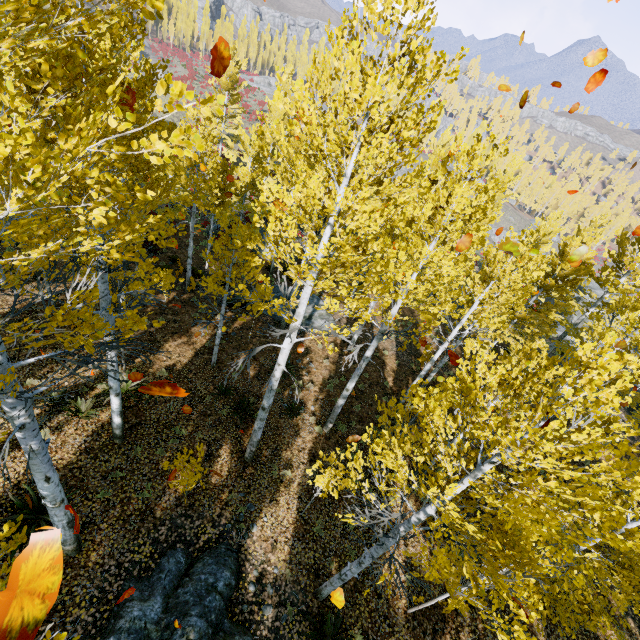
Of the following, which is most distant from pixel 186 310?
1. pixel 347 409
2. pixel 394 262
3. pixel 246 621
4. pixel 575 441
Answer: pixel 575 441

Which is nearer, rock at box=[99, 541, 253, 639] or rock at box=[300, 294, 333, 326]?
rock at box=[99, 541, 253, 639]

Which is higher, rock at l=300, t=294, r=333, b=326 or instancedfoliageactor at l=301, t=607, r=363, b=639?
instancedfoliageactor at l=301, t=607, r=363, b=639

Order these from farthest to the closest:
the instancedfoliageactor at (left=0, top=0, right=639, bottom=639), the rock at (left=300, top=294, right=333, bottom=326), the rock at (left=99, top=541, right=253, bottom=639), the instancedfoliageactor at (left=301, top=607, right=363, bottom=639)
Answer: Answer:
1. the rock at (left=300, top=294, right=333, bottom=326)
2. the instancedfoliageactor at (left=301, top=607, right=363, bottom=639)
3. the rock at (left=99, top=541, right=253, bottom=639)
4. the instancedfoliageactor at (left=0, top=0, right=639, bottom=639)

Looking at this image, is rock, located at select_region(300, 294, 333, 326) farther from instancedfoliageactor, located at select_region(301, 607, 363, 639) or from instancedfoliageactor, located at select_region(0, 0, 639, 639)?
instancedfoliageactor, located at select_region(301, 607, 363, 639)

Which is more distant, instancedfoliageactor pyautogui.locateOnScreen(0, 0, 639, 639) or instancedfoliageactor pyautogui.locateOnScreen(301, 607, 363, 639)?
instancedfoliageactor pyautogui.locateOnScreen(301, 607, 363, 639)

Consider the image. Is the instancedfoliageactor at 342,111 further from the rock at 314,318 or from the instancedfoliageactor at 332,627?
the rock at 314,318

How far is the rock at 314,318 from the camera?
17.8 meters
